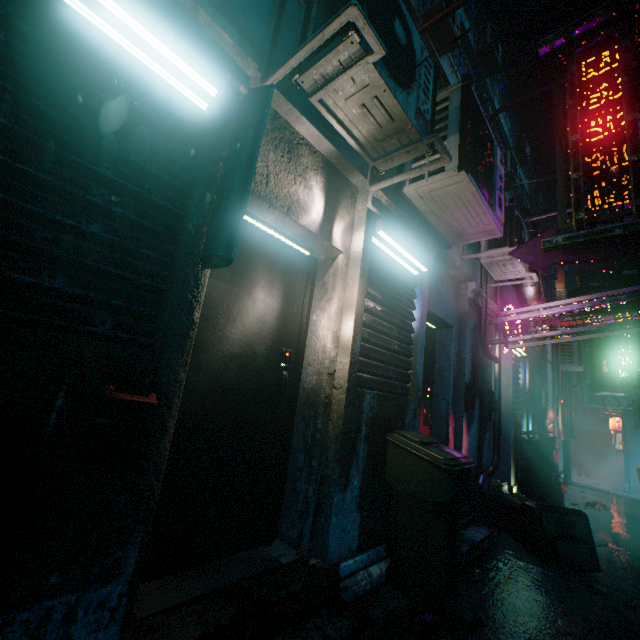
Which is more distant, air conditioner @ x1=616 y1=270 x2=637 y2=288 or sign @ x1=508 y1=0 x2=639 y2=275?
air conditioner @ x1=616 y1=270 x2=637 y2=288

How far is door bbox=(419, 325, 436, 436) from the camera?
3.9 meters

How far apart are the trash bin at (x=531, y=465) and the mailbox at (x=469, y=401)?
2.8 meters

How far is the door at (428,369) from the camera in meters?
3.9

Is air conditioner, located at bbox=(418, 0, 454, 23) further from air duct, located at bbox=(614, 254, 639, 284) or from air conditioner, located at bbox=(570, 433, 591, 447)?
air conditioner, located at bbox=(570, 433, 591, 447)

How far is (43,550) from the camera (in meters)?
1.05

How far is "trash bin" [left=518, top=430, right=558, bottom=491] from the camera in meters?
5.6

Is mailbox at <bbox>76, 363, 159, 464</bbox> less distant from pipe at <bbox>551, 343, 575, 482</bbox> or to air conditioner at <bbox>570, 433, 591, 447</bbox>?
pipe at <bbox>551, 343, 575, 482</bbox>
